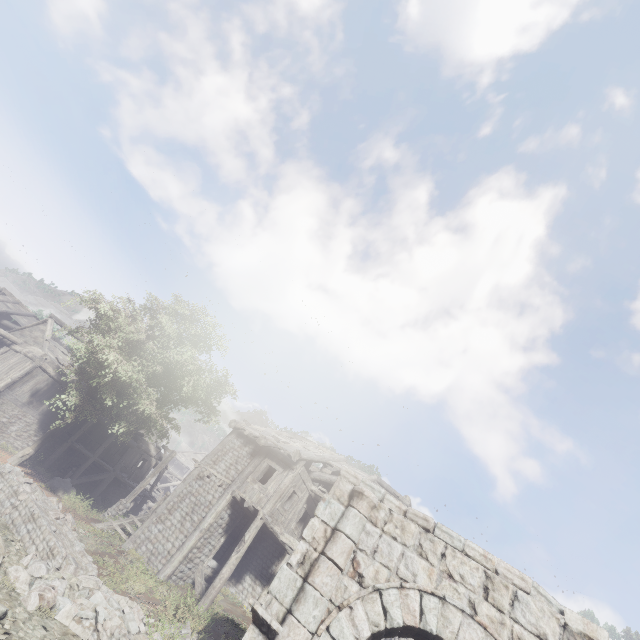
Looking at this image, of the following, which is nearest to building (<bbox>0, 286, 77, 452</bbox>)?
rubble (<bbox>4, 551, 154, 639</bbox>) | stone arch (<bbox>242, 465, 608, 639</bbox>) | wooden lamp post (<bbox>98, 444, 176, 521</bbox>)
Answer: Result: stone arch (<bbox>242, 465, 608, 639</bbox>)

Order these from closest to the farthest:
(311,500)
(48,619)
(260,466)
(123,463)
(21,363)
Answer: (48,619)
(260,466)
(311,500)
(21,363)
(123,463)

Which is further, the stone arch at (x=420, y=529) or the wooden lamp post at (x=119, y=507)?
the wooden lamp post at (x=119, y=507)

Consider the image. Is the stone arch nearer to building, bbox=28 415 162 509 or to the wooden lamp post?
building, bbox=28 415 162 509

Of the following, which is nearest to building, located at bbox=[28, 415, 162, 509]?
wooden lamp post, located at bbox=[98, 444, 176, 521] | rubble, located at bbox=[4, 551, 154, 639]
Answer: wooden lamp post, located at bbox=[98, 444, 176, 521]

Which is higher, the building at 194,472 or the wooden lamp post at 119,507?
the building at 194,472

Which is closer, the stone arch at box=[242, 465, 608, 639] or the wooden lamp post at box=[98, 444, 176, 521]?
the stone arch at box=[242, 465, 608, 639]

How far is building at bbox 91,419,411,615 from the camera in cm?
1480
